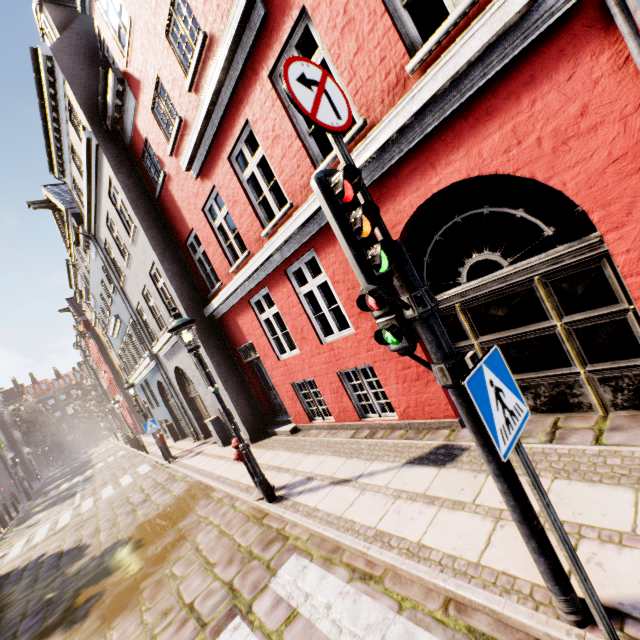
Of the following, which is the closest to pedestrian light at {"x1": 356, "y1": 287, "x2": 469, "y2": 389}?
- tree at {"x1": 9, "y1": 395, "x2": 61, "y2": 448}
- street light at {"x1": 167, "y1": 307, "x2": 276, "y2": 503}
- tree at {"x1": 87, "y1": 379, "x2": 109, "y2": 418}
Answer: street light at {"x1": 167, "y1": 307, "x2": 276, "y2": 503}

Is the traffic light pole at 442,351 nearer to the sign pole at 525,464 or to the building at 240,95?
the sign pole at 525,464

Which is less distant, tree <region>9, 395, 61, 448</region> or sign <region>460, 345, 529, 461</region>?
sign <region>460, 345, 529, 461</region>

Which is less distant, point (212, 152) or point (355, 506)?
point (355, 506)

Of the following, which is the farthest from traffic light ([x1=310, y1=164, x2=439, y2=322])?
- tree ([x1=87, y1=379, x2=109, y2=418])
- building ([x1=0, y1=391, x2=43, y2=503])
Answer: building ([x1=0, y1=391, x2=43, y2=503])

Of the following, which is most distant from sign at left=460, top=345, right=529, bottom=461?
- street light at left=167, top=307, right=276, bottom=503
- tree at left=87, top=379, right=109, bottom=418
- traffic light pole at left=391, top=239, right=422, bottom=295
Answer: tree at left=87, top=379, right=109, bottom=418

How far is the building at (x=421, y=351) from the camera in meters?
5.0

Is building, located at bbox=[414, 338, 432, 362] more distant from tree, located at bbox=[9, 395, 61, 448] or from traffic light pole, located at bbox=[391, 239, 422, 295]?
tree, located at bbox=[9, 395, 61, 448]
